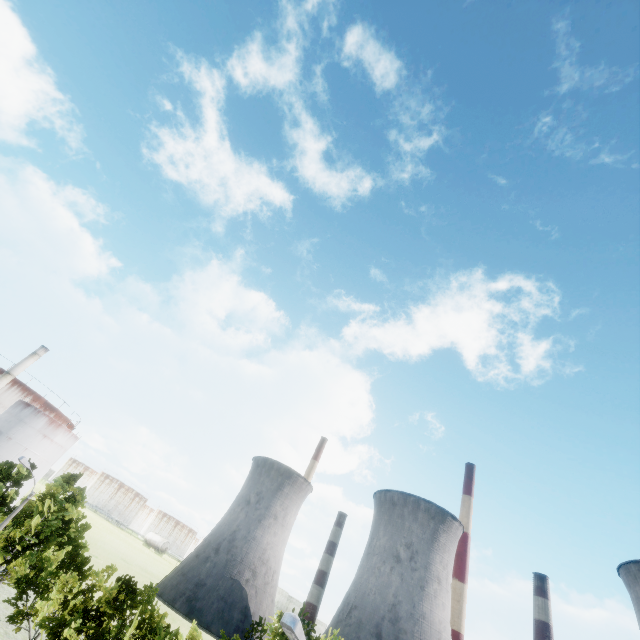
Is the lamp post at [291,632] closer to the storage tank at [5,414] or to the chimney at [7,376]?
the chimney at [7,376]

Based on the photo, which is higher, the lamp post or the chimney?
the chimney

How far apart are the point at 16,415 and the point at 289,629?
73.8m

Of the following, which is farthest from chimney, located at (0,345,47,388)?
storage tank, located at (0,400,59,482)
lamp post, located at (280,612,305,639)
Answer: lamp post, located at (280,612,305,639)

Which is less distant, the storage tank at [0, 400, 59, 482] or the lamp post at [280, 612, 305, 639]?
the lamp post at [280, 612, 305, 639]

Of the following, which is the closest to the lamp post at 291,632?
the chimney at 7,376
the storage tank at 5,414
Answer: the chimney at 7,376
